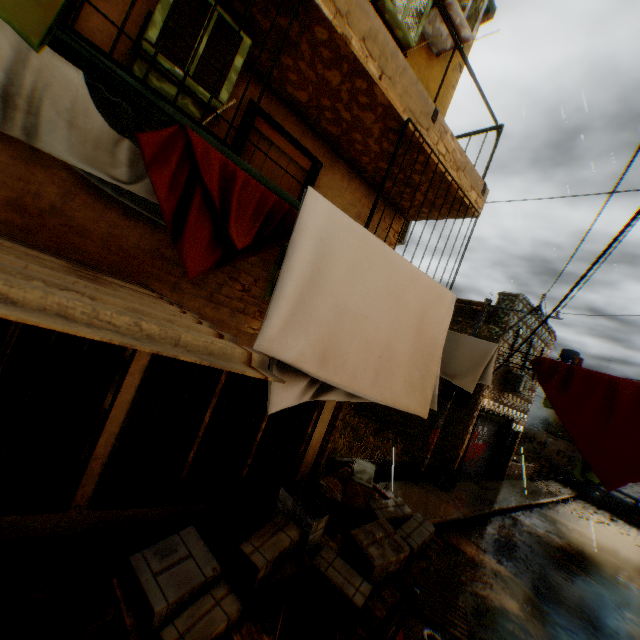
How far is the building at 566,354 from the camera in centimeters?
3422cm

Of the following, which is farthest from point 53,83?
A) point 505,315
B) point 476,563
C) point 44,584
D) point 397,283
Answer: point 505,315

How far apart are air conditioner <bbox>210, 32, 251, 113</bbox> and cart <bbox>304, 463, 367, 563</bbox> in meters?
4.9

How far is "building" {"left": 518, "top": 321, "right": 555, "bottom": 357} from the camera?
15.73m

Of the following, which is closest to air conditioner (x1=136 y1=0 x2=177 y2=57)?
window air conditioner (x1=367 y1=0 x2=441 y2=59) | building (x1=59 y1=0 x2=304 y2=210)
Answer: building (x1=59 y1=0 x2=304 y2=210)

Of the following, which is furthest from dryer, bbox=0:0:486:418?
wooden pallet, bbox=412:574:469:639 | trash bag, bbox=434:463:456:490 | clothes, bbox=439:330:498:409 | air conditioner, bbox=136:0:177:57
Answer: wooden pallet, bbox=412:574:469:639

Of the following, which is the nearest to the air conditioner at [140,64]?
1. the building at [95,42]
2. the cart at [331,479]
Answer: the building at [95,42]

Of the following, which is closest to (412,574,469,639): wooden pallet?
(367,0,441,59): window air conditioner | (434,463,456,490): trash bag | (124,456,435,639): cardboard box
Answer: (124,456,435,639): cardboard box
